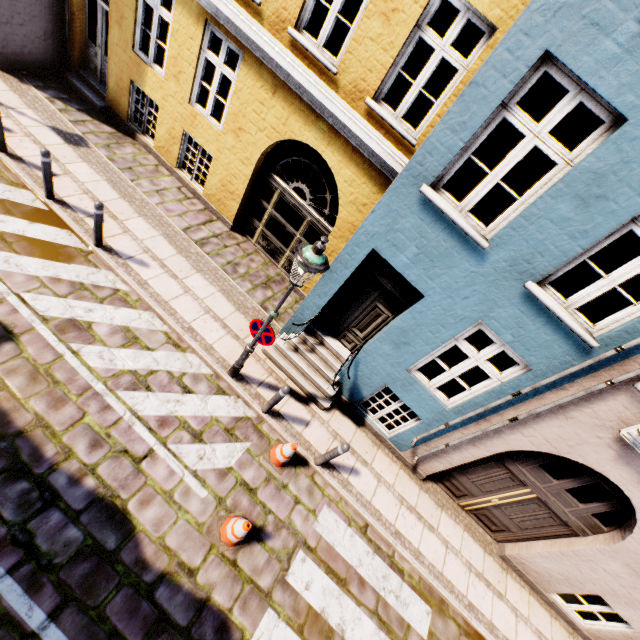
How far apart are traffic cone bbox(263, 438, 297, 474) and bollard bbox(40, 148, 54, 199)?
7.0 meters

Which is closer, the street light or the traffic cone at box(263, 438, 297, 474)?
the street light

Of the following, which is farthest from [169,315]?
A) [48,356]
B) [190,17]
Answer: [190,17]

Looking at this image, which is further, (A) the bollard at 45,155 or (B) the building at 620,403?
(A) the bollard at 45,155

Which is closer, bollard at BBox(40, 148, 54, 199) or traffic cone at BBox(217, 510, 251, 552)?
traffic cone at BBox(217, 510, 251, 552)

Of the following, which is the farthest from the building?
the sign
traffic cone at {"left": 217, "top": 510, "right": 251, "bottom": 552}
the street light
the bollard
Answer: the bollard

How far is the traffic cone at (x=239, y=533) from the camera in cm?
482

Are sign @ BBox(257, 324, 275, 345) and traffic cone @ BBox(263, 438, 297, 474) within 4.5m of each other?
yes
